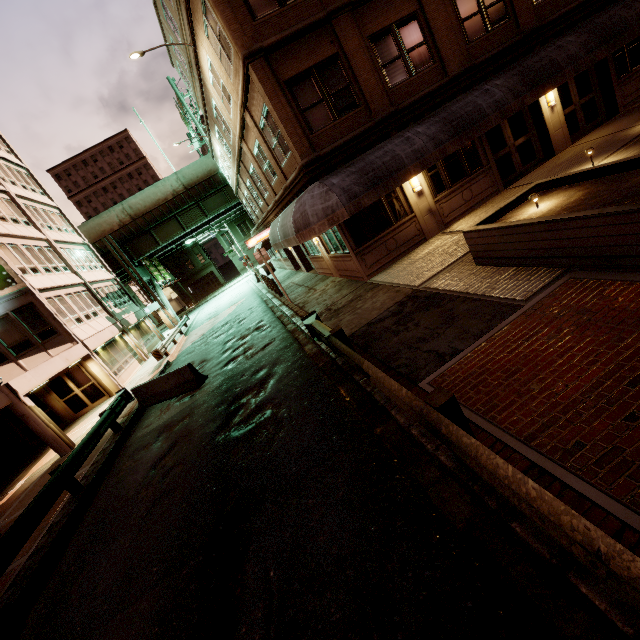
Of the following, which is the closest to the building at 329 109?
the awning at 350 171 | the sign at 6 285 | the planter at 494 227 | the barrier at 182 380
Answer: the awning at 350 171

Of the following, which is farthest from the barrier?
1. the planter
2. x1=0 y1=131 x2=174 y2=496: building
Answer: the planter

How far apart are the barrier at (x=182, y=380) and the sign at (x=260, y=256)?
5.4 meters

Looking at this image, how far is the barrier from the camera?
12.5 meters

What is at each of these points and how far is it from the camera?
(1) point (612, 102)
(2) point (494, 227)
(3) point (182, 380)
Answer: (1) building, 14.15m
(2) planter, 6.96m
(3) barrier, 12.73m

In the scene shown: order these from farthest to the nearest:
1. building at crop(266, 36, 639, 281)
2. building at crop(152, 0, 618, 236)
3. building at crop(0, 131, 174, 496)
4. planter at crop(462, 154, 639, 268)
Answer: building at crop(0, 131, 174, 496), building at crop(266, 36, 639, 281), building at crop(152, 0, 618, 236), planter at crop(462, 154, 639, 268)

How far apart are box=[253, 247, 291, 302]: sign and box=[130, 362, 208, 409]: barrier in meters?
5.4 m

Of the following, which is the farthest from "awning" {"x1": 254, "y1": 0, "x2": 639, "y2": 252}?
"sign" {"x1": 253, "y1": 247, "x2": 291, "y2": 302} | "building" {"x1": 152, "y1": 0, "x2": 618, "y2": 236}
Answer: "sign" {"x1": 253, "y1": 247, "x2": 291, "y2": 302}
